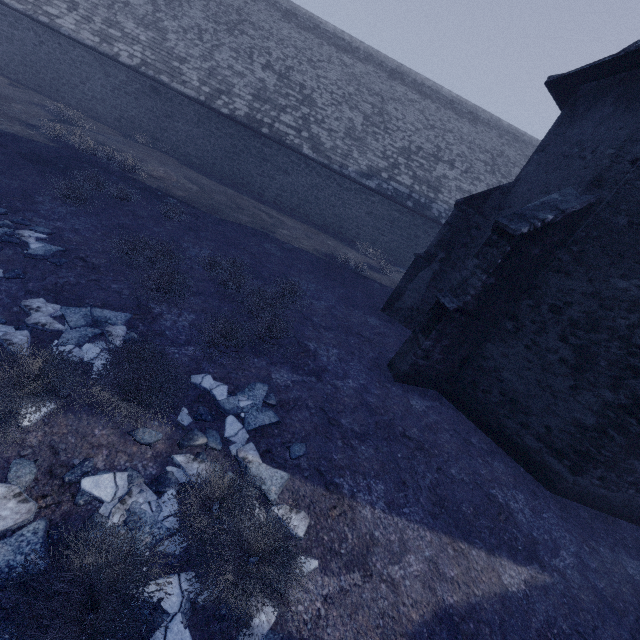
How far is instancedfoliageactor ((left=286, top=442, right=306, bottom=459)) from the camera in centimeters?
480cm

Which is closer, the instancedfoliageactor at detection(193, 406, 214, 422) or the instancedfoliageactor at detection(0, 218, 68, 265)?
the instancedfoliageactor at detection(193, 406, 214, 422)

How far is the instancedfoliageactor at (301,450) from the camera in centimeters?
480cm

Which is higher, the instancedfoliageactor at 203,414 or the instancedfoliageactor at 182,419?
the instancedfoliageactor at 182,419

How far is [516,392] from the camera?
7.0m

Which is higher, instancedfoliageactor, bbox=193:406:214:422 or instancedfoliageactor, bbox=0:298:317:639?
instancedfoliageactor, bbox=0:298:317:639

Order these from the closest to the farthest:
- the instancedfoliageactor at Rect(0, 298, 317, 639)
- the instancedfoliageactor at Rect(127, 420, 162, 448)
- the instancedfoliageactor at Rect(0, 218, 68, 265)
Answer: the instancedfoliageactor at Rect(0, 298, 317, 639) < the instancedfoliageactor at Rect(127, 420, 162, 448) < the instancedfoliageactor at Rect(0, 218, 68, 265)
